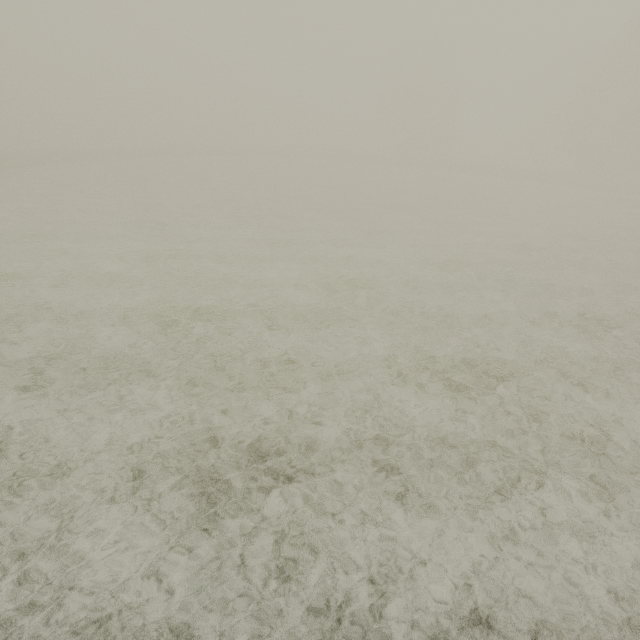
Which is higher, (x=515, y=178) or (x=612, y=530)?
(x=515, y=178)
